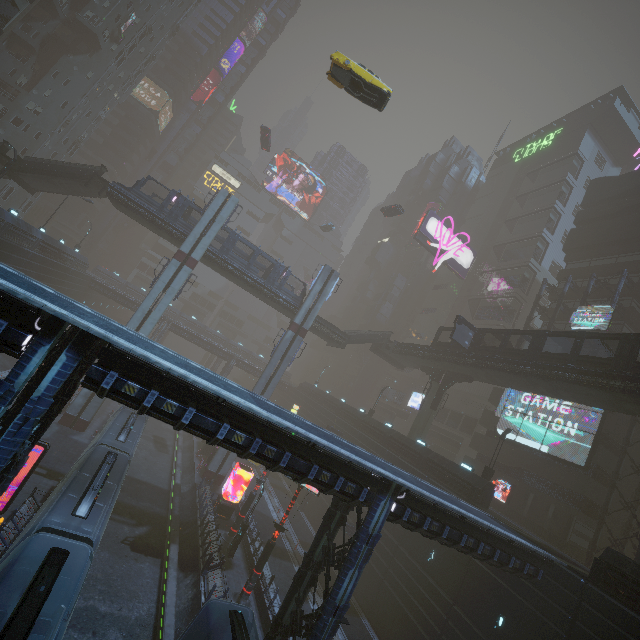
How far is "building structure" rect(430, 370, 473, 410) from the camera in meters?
35.0

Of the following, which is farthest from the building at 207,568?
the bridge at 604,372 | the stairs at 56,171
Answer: the bridge at 604,372

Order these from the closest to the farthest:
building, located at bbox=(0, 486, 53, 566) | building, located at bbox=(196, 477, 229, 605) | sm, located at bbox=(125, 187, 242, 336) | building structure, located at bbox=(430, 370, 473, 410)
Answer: building, located at bbox=(0, 486, 53, 566), building, located at bbox=(196, 477, 229, 605), sm, located at bbox=(125, 187, 242, 336), building structure, located at bbox=(430, 370, 473, 410)

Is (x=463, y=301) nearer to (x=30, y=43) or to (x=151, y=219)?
(x=151, y=219)

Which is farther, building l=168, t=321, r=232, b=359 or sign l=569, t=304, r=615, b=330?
building l=168, t=321, r=232, b=359

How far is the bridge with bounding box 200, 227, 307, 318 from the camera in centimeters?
3506cm

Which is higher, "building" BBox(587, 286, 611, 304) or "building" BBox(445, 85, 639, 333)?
"building" BBox(445, 85, 639, 333)

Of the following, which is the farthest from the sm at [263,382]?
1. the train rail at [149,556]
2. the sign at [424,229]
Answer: the sign at [424,229]
